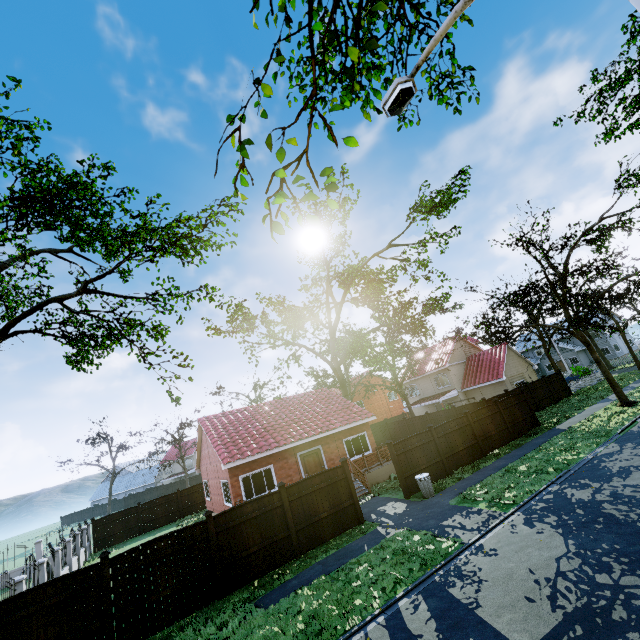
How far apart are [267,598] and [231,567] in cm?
172

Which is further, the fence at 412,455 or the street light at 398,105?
the fence at 412,455

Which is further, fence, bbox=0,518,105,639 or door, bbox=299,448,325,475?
door, bbox=299,448,325,475

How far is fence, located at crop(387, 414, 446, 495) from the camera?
15.3m

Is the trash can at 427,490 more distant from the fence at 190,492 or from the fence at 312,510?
the fence at 312,510

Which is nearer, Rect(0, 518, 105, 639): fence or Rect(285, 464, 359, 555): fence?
Rect(0, 518, 105, 639): fence

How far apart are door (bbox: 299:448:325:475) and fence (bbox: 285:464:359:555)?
6.30m

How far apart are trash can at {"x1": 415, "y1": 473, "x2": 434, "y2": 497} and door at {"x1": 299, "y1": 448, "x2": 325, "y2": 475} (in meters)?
6.91
